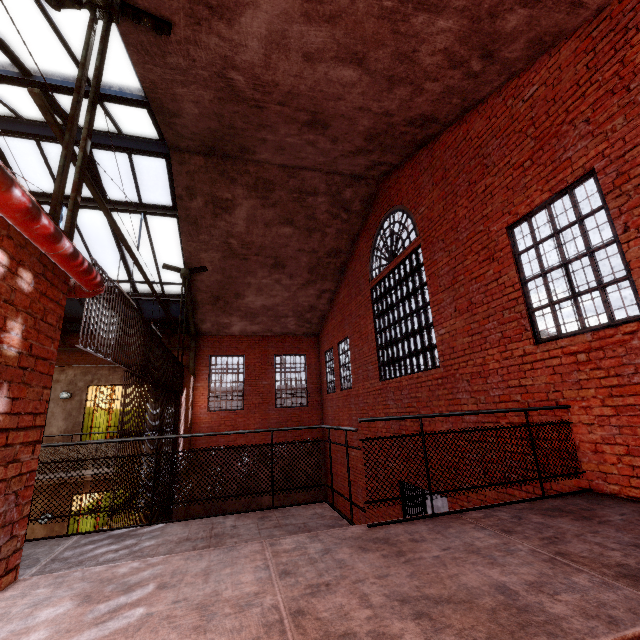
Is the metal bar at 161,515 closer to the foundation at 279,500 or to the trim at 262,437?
the trim at 262,437

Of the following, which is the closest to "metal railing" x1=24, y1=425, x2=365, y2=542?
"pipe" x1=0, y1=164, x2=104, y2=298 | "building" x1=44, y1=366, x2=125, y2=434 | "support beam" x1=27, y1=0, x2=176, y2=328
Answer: "building" x1=44, y1=366, x2=125, y2=434

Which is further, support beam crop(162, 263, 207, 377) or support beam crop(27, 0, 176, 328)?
support beam crop(162, 263, 207, 377)

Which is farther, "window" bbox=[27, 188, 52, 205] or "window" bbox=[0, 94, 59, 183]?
"window" bbox=[27, 188, 52, 205]

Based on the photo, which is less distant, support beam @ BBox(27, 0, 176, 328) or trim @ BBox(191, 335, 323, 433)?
support beam @ BBox(27, 0, 176, 328)

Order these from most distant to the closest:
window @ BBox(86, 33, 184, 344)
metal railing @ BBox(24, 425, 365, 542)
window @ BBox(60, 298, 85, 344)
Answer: window @ BBox(60, 298, 85, 344)
window @ BBox(86, 33, 184, 344)
metal railing @ BBox(24, 425, 365, 542)

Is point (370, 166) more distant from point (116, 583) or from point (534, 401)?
point (116, 583)

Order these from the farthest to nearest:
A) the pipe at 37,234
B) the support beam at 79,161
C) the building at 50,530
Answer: the building at 50,530 < the support beam at 79,161 < the pipe at 37,234
